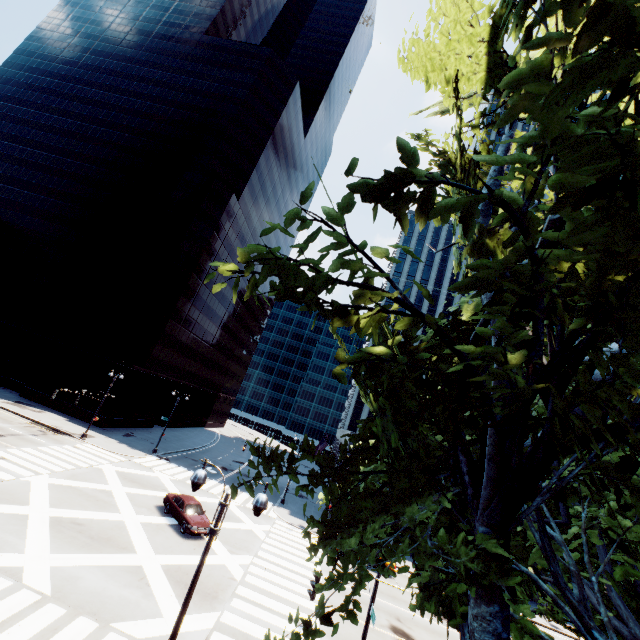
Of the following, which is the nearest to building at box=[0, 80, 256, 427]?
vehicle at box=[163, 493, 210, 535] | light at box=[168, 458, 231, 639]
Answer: vehicle at box=[163, 493, 210, 535]

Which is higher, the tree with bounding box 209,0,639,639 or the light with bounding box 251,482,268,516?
the tree with bounding box 209,0,639,639

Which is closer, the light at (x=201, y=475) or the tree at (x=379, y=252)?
the tree at (x=379, y=252)

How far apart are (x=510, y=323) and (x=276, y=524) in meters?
32.5

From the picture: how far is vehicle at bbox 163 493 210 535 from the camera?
21.33m

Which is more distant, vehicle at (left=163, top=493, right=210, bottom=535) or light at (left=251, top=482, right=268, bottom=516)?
vehicle at (left=163, top=493, right=210, bottom=535)

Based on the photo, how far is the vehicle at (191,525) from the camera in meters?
21.3

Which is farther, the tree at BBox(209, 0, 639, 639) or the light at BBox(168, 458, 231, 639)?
the light at BBox(168, 458, 231, 639)
